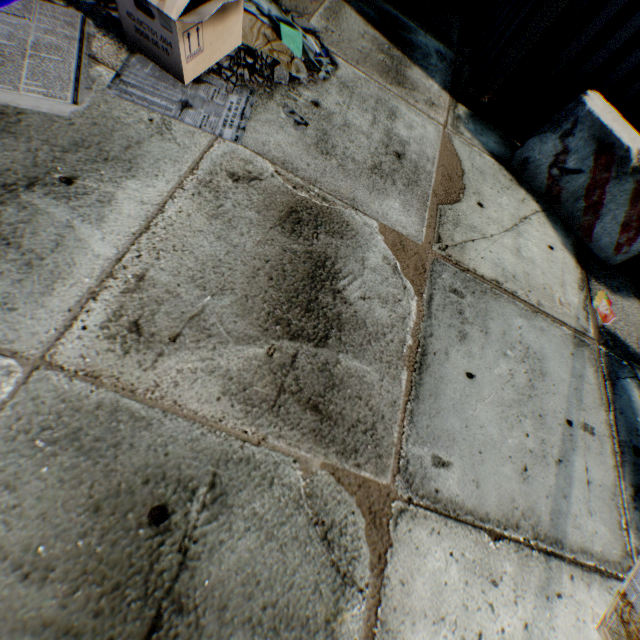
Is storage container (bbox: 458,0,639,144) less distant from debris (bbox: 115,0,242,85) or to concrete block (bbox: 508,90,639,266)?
concrete block (bbox: 508,90,639,266)

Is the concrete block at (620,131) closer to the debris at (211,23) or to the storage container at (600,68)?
the storage container at (600,68)

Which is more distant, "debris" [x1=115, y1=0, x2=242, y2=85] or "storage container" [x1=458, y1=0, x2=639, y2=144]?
"storage container" [x1=458, y1=0, x2=639, y2=144]

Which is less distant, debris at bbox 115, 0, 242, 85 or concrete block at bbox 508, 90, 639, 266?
debris at bbox 115, 0, 242, 85

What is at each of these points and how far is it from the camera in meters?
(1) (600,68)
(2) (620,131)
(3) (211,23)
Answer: (1) storage container, 3.6 m
(2) concrete block, 3.4 m
(3) debris, 2.3 m

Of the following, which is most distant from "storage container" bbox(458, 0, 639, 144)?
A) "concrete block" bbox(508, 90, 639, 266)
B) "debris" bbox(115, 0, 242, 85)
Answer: "debris" bbox(115, 0, 242, 85)
